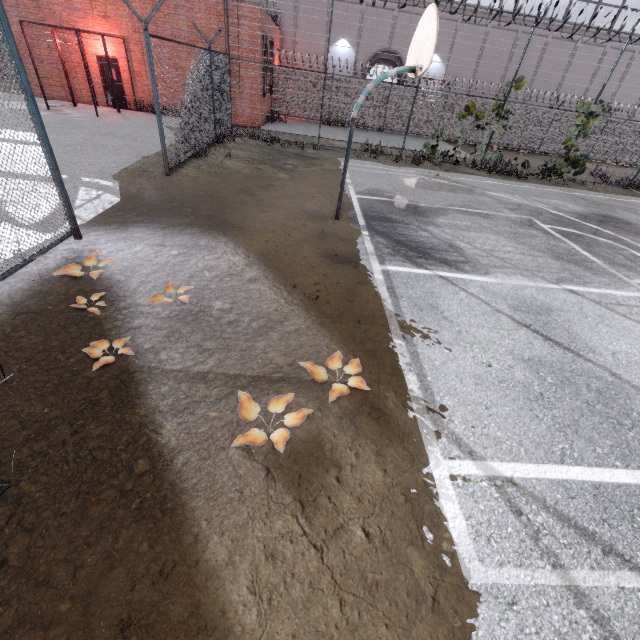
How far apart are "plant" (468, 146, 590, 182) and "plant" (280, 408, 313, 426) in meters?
17.3 m

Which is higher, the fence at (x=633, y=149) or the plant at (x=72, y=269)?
the fence at (x=633, y=149)

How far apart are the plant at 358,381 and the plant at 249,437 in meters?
0.3

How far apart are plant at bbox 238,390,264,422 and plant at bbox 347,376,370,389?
0.3m

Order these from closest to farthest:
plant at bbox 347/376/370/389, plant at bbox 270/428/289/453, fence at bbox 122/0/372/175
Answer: plant at bbox 270/428/289/453 → plant at bbox 347/376/370/389 → fence at bbox 122/0/372/175

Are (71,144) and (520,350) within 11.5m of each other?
no

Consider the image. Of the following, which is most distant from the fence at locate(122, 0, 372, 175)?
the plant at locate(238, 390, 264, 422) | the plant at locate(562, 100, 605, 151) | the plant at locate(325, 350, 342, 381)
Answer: the plant at locate(325, 350, 342, 381)

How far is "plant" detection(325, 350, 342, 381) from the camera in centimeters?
348cm
